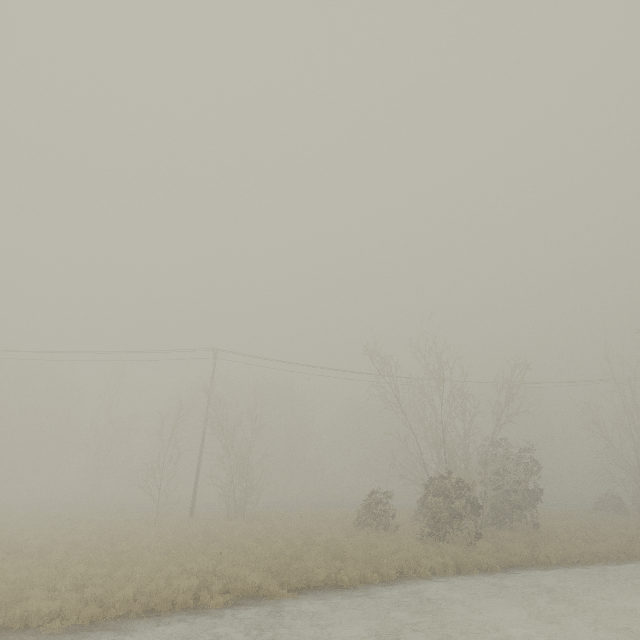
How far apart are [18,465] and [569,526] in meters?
59.5 m
